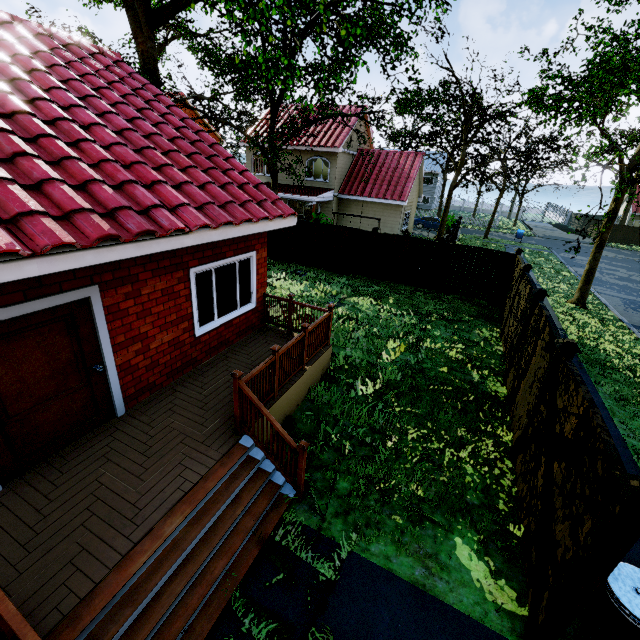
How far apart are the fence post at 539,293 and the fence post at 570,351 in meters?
2.8 m

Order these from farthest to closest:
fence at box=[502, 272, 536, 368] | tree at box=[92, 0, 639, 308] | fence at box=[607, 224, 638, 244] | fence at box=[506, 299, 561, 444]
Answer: fence at box=[607, 224, 638, 244], tree at box=[92, 0, 639, 308], fence at box=[502, 272, 536, 368], fence at box=[506, 299, 561, 444]

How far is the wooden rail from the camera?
5.5 meters

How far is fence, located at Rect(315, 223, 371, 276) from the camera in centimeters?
1548cm

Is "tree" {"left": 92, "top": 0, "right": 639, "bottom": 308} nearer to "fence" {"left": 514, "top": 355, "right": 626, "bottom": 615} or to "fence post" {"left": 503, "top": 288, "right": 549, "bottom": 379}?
"fence" {"left": 514, "top": 355, "right": 626, "bottom": 615}

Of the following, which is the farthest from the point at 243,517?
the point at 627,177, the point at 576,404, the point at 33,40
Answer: the point at 627,177

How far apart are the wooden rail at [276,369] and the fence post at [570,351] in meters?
4.3 m

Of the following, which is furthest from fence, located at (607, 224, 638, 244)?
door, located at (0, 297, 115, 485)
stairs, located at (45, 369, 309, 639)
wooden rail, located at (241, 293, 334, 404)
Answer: door, located at (0, 297, 115, 485)
